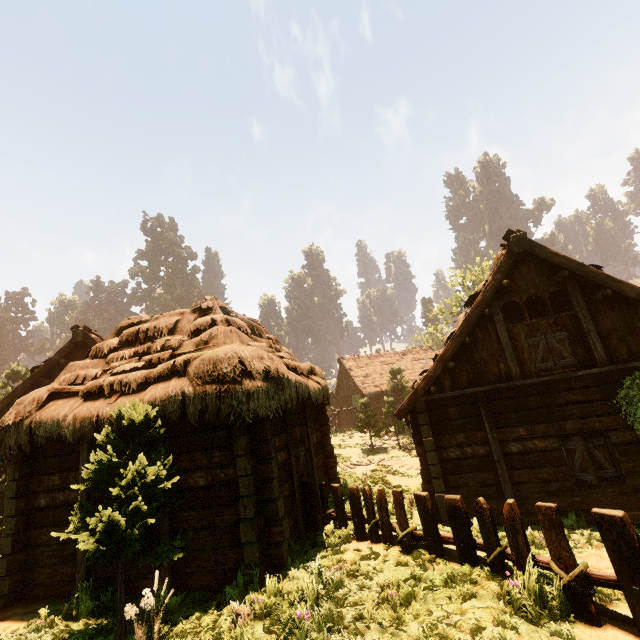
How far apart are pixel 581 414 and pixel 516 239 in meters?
5.0 m

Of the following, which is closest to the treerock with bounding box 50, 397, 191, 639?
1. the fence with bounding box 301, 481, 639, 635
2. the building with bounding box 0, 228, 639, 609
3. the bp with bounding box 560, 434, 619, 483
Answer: the building with bounding box 0, 228, 639, 609

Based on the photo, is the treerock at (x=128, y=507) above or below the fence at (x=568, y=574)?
above

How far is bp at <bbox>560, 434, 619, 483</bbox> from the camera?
8.09m

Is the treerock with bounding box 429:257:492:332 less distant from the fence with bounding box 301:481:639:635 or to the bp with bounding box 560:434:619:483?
the fence with bounding box 301:481:639:635

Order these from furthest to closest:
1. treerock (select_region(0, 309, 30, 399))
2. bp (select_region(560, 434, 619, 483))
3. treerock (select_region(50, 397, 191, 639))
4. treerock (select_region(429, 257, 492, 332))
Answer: treerock (select_region(429, 257, 492, 332)), treerock (select_region(0, 309, 30, 399)), bp (select_region(560, 434, 619, 483)), treerock (select_region(50, 397, 191, 639))

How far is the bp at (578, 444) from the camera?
8.1m
